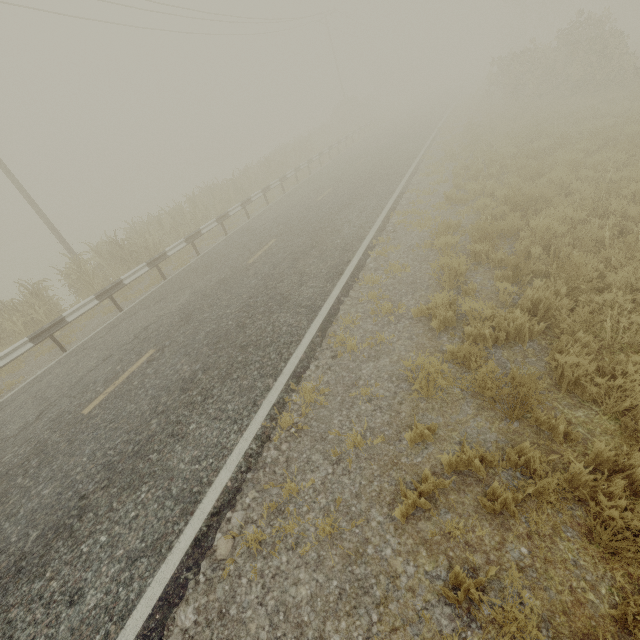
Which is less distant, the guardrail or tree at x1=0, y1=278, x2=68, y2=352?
the guardrail

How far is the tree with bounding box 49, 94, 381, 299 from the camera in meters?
12.6 m

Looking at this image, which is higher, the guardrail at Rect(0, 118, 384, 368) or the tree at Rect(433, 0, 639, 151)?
the tree at Rect(433, 0, 639, 151)

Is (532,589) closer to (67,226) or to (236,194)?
(236,194)

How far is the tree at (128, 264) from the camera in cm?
1257

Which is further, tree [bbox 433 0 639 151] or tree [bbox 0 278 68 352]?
tree [bbox 433 0 639 151]

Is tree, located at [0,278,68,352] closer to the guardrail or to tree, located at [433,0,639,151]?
the guardrail

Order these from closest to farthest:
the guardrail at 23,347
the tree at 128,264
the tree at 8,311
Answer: the guardrail at 23,347 → the tree at 8,311 → the tree at 128,264
